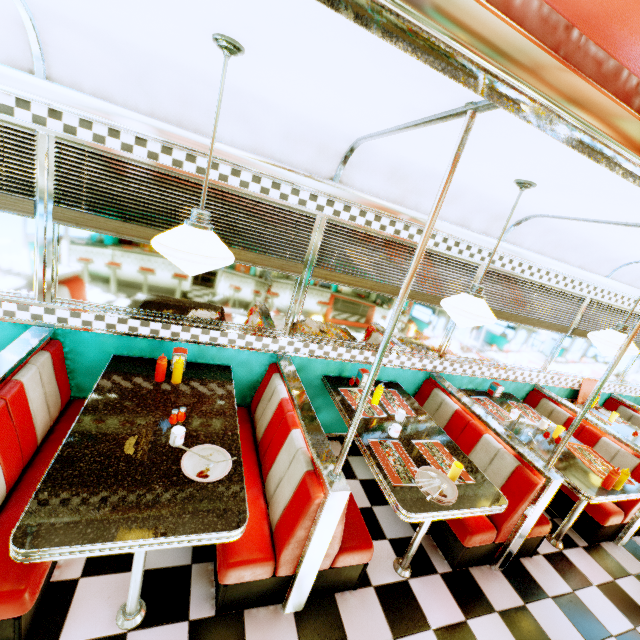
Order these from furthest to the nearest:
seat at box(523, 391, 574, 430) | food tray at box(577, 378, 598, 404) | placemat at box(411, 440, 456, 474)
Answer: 1. food tray at box(577, 378, 598, 404)
2. seat at box(523, 391, 574, 430)
3. placemat at box(411, 440, 456, 474)

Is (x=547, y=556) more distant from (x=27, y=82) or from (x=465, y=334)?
(x=27, y=82)

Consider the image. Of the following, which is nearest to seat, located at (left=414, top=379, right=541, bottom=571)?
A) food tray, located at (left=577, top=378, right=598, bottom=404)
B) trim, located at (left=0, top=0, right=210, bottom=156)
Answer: trim, located at (left=0, top=0, right=210, bottom=156)

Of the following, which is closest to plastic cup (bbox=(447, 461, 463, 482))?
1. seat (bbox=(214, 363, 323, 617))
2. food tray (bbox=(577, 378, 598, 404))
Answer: seat (bbox=(214, 363, 323, 617))

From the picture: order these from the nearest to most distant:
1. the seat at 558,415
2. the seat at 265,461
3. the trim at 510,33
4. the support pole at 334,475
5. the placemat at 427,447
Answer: the trim at 510,33 < the support pole at 334,475 < the seat at 265,461 < the placemat at 427,447 < the seat at 558,415

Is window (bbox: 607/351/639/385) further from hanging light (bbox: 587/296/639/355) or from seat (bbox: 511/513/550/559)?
hanging light (bbox: 587/296/639/355)

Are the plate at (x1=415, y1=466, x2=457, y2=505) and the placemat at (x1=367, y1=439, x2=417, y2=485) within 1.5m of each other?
yes

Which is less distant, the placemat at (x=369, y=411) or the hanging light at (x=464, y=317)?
the hanging light at (x=464, y=317)
